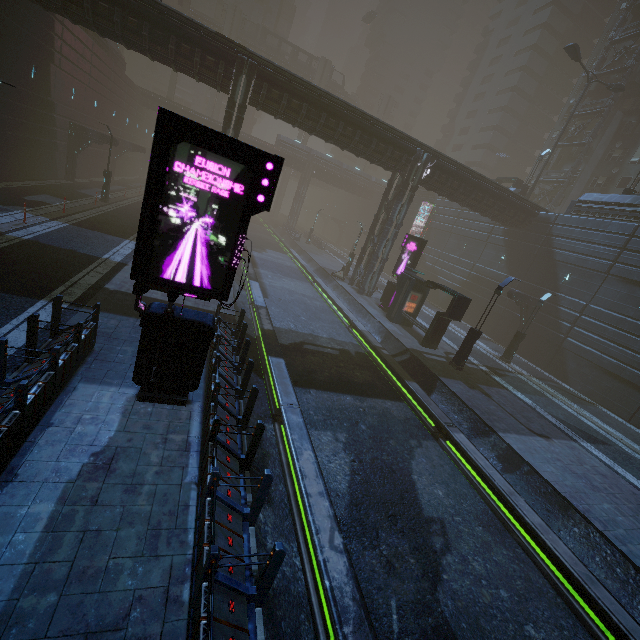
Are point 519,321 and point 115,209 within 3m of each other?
no

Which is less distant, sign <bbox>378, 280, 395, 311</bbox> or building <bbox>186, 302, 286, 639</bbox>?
building <bbox>186, 302, 286, 639</bbox>

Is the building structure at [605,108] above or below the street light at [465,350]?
above

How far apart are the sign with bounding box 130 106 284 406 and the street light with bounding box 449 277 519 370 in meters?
14.1

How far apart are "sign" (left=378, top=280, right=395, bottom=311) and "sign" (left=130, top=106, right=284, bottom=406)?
18.1 meters

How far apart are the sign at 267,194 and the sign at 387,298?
18.1m

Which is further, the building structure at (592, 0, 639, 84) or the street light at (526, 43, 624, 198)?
the building structure at (592, 0, 639, 84)

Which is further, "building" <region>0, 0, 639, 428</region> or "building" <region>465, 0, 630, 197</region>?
"building" <region>465, 0, 630, 197</region>
